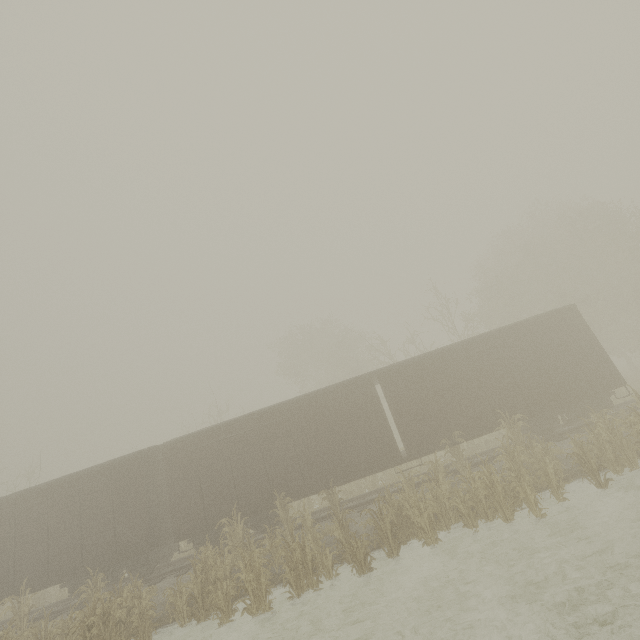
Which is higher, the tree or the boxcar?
the boxcar

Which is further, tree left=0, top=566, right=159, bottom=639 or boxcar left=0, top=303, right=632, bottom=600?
boxcar left=0, top=303, right=632, bottom=600

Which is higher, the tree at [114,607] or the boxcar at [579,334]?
the boxcar at [579,334]

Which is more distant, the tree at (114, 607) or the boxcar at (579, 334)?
the boxcar at (579, 334)

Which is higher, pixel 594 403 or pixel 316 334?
pixel 316 334
